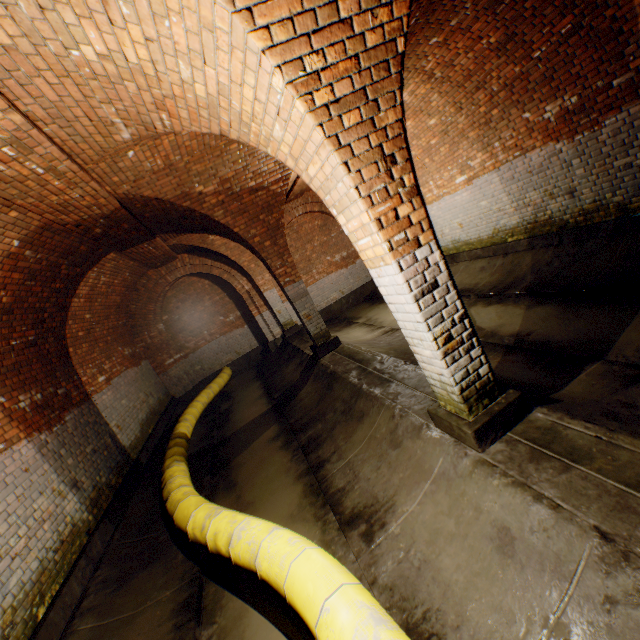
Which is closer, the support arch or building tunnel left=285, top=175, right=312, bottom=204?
the support arch

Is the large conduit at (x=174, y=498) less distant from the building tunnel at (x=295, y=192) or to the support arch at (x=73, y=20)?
the building tunnel at (x=295, y=192)

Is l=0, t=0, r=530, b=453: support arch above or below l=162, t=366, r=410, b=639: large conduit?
above

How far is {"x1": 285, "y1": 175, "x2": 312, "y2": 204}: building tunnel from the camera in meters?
9.6 m

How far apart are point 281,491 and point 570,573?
3.4m

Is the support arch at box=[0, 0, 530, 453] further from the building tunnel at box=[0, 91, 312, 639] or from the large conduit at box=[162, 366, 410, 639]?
the large conduit at box=[162, 366, 410, 639]
